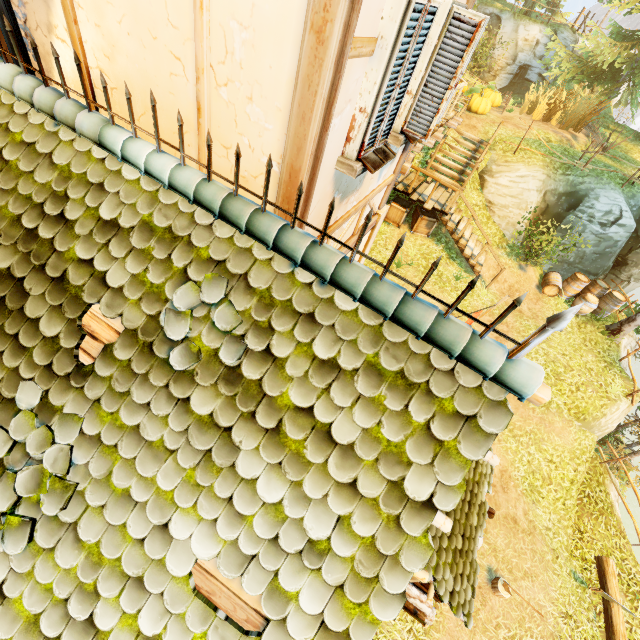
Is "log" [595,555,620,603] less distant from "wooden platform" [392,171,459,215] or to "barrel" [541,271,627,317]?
"barrel" [541,271,627,317]

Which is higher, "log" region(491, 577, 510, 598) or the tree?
the tree

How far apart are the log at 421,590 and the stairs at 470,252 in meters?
10.0

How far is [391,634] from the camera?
6.9 meters

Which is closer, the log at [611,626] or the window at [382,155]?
the window at [382,155]

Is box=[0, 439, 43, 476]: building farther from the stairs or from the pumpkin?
the stairs

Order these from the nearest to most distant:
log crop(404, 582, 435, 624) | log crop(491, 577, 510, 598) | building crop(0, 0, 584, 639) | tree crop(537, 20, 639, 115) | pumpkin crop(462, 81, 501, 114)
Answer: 1. building crop(0, 0, 584, 639)
2. log crop(404, 582, 435, 624)
3. log crop(491, 577, 510, 598)
4. pumpkin crop(462, 81, 501, 114)
5. tree crop(537, 20, 639, 115)

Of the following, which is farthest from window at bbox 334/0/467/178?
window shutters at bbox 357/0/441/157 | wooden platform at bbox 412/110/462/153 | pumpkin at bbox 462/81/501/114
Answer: pumpkin at bbox 462/81/501/114
